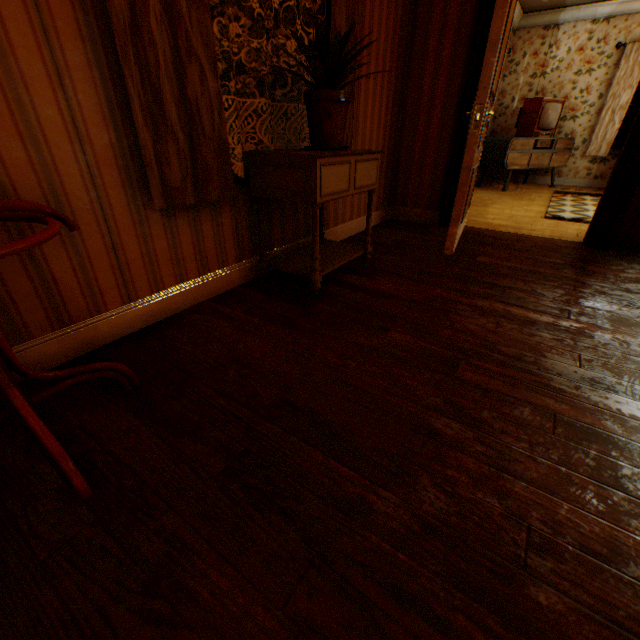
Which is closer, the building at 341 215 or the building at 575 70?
the building at 575 70

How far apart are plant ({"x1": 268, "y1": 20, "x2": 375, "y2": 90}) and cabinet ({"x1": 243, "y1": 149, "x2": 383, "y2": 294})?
0.32m

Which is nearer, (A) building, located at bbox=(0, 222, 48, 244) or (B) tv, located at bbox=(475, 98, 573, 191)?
(A) building, located at bbox=(0, 222, 48, 244)

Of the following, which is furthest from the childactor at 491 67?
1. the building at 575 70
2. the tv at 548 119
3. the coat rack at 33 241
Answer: the tv at 548 119

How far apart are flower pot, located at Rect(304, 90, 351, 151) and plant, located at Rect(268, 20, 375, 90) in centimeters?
2cm

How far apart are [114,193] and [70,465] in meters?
1.2

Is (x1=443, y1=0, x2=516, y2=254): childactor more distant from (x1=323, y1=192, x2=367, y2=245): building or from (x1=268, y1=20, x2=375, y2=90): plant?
(x1=268, y1=20, x2=375, y2=90): plant

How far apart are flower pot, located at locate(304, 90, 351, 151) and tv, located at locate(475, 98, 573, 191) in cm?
560
